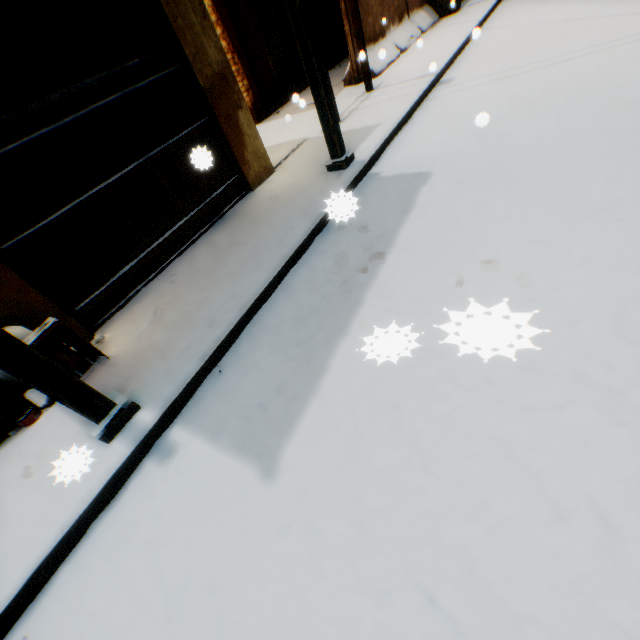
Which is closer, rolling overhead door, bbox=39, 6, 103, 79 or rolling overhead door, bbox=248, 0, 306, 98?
rolling overhead door, bbox=39, 6, 103, 79

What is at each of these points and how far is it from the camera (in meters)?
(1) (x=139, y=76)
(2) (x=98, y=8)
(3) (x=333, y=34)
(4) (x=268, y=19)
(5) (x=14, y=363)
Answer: (1) wooden gate, 3.92
(2) rolling overhead door, 3.60
(3) building, 11.88
(4) rolling overhead door, 9.44
(5) wooden beam, 2.06

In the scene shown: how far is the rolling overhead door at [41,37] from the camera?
3.2 meters

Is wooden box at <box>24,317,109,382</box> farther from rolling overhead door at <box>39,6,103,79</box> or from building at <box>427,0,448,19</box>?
rolling overhead door at <box>39,6,103,79</box>

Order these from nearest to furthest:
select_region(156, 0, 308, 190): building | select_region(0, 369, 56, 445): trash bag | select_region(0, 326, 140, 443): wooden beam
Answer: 1. select_region(0, 326, 140, 443): wooden beam
2. select_region(0, 369, 56, 445): trash bag
3. select_region(156, 0, 308, 190): building

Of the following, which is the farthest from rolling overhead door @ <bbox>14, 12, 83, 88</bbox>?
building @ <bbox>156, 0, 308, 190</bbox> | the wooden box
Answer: the wooden box

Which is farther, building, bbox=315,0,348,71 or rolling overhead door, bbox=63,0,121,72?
building, bbox=315,0,348,71
